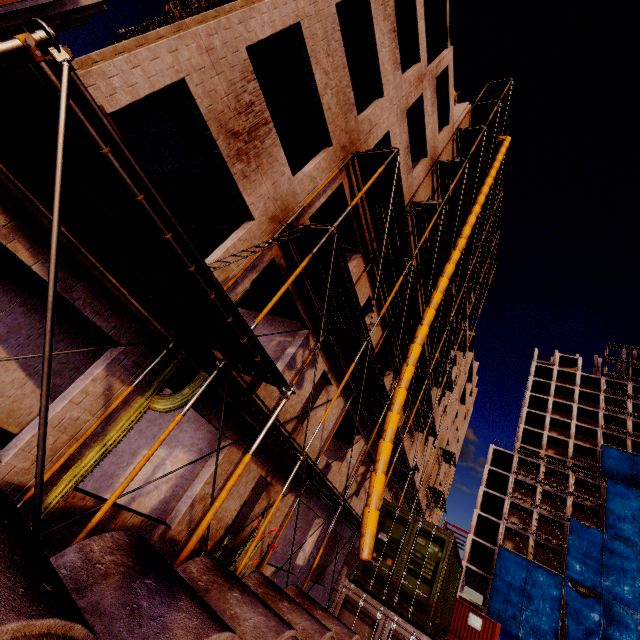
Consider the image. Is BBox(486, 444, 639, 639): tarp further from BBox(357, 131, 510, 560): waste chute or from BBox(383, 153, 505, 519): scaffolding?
BBox(357, 131, 510, 560): waste chute

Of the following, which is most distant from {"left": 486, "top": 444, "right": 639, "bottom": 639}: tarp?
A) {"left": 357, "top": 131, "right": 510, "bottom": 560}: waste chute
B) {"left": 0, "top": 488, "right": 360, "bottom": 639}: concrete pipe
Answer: {"left": 0, "top": 488, "right": 360, "bottom": 639}: concrete pipe

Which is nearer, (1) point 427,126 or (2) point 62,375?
(2) point 62,375

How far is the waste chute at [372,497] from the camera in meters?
8.8

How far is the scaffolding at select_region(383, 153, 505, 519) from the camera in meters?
17.5

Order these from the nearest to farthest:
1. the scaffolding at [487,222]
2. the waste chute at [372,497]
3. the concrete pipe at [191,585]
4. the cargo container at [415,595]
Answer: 1. the concrete pipe at [191,585]
2. the cargo container at [415,595]
3. the waste chute at [372,497]
4. the scaffolding at [487,222]

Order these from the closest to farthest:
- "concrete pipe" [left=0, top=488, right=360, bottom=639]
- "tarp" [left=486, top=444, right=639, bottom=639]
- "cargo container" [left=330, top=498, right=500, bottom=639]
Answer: "concrete pipe" [left=0, top=488, right=360, bottom=639] → "cargo container" [left=330, top=498, right=500, bottom=639] → "tarp" [left=486, top=444, right=639, bottom=639]

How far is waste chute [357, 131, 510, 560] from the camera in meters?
8.8 m
